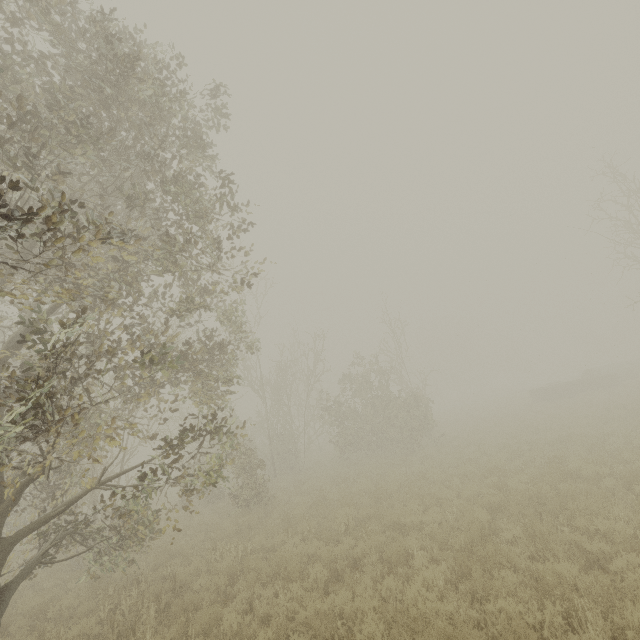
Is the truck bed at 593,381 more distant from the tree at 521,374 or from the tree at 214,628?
the tree at 214,628

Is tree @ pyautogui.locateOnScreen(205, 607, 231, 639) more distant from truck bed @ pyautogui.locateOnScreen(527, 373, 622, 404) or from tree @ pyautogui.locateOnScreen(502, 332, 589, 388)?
tree @ pyautogui.locateOnScreen(502, 332, 589, 388)

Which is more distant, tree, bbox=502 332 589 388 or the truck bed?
tree, bbox=502 332 589 388

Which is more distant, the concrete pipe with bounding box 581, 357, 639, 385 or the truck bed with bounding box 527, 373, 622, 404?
the concrete pipe with bounding box 581, 357, 639, 385

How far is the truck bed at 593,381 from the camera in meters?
26.2 m

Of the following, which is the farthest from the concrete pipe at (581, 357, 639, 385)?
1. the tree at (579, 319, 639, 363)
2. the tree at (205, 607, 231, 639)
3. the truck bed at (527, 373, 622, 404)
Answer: the tree at (205, 607, 231, 639)

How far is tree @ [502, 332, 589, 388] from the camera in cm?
5456

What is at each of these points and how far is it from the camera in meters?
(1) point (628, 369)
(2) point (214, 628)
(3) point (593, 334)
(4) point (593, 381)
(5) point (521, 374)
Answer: (1) concrete pipe, 30.0 m
(2) tree, 6.3 m
(3) tree, 59.7 m
(4) truck bed, 26.7 m
(5) tree, 59.8 m
